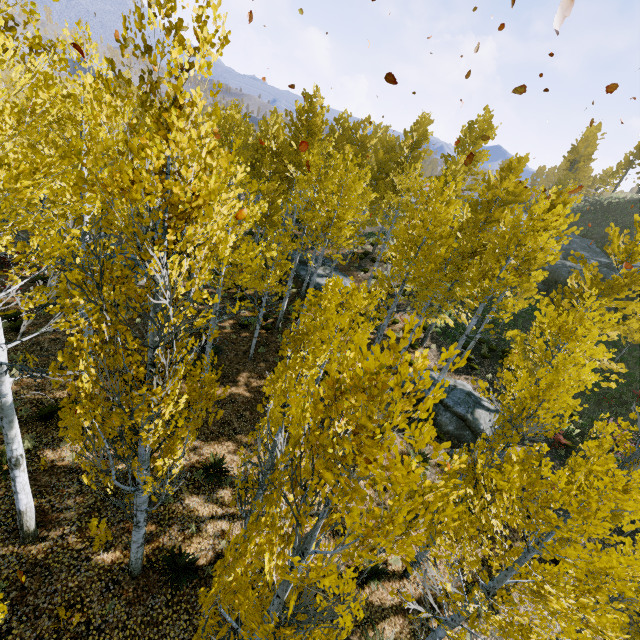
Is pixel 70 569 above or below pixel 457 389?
Answer: below

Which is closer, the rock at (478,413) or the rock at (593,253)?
the rock at (478,413)

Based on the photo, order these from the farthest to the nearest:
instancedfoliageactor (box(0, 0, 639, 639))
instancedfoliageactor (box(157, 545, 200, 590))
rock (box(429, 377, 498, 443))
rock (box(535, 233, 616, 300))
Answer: rock (box(535, 233, 616, 300)) < rock (box(429, 377, 498, 443)) < instancedfoliageactor (box(157, 545, 200, 590)) < instancedfoliageactor (box(0, 0, 639, 639))

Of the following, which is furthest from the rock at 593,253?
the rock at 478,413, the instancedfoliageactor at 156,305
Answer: the rock at 478,413

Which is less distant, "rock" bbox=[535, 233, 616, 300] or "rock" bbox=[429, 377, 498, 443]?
"rock" bbox=[429, 377, 498, 443]

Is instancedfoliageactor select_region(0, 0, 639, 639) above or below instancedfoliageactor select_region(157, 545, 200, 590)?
above

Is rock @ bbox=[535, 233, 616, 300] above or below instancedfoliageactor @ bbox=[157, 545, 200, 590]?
above

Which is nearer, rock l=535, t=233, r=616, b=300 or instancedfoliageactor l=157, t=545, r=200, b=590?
instancedfoliageactor l=157, t=545, r=200, b=590
